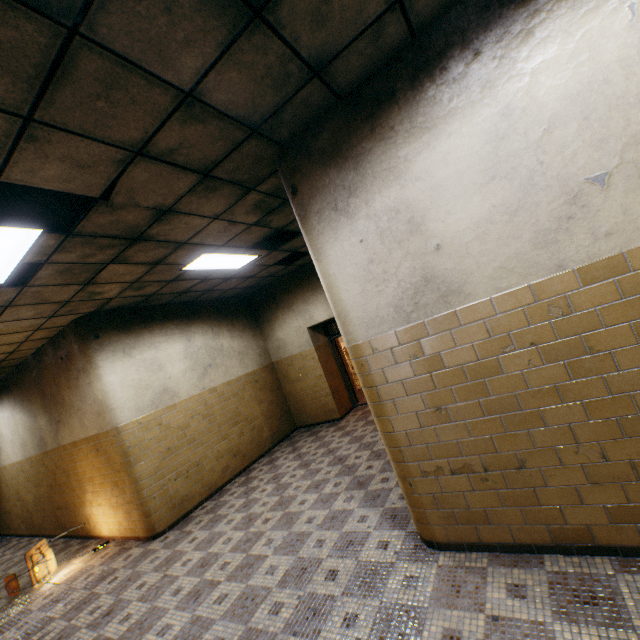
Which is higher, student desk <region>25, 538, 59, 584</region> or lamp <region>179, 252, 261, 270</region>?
lamp <region>179, 252, 261, 270</region>

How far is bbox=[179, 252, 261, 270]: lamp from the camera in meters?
5.1 m

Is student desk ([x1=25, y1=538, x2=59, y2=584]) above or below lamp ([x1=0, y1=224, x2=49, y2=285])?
below

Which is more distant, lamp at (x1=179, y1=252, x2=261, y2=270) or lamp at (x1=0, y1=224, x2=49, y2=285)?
lamp at (x1=179, y1=252, x2=261, y2=270)

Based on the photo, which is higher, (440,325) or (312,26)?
(312,26)

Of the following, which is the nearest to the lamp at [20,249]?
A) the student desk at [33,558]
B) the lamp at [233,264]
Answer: the lamp at [233,264]
